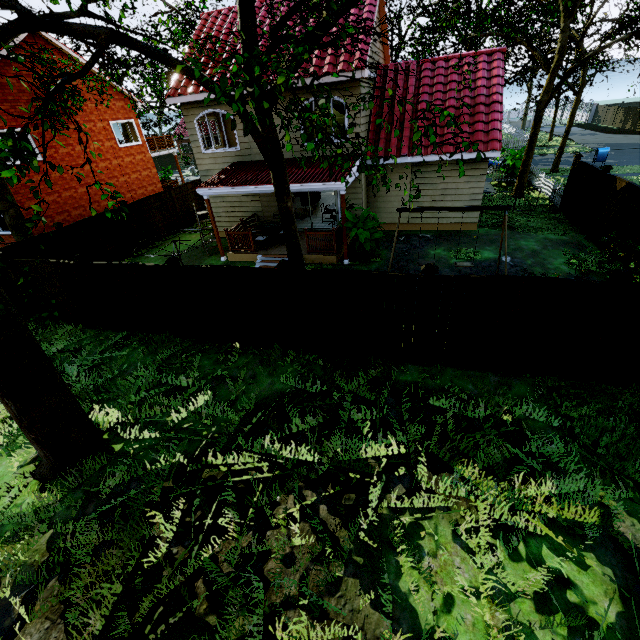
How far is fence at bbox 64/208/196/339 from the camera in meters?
8.6 m

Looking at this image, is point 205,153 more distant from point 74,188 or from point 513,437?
point 513,437

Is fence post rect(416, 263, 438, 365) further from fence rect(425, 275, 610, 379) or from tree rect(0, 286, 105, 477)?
tree rect(0, 286, 105, 477)

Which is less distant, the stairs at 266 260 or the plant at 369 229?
the plant at 369 229

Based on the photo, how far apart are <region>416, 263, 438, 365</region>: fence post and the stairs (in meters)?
6.77

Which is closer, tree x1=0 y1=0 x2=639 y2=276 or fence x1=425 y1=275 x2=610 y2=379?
tree x1=0 y1=0 x2=639 y2=276

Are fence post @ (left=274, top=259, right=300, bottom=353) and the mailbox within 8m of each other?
no

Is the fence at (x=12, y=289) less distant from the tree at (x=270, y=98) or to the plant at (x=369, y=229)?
the tree at (x=270, y=98)
